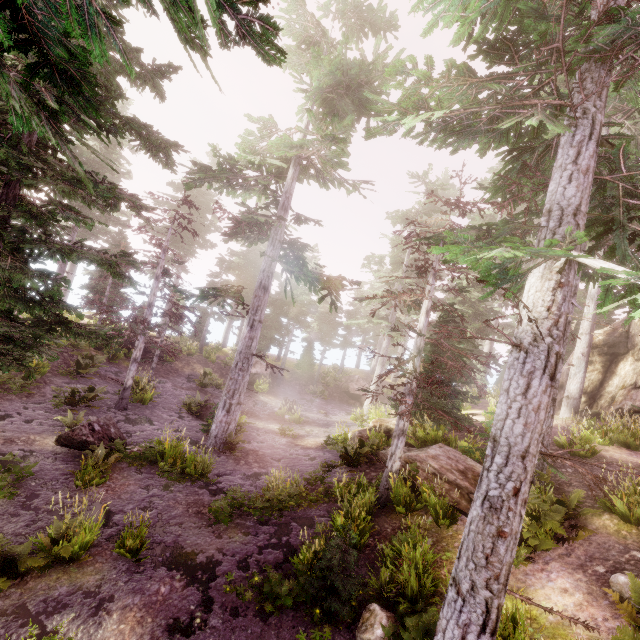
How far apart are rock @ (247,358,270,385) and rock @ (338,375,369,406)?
7.5 meters

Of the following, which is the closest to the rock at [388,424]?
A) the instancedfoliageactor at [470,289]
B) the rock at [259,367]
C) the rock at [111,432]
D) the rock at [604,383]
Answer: the instancedfoliageactor at [470,289]

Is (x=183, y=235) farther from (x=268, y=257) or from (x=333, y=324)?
(x=268, y=257)

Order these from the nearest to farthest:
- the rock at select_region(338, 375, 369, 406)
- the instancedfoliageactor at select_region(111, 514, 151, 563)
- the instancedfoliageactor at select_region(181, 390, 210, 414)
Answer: the instancedfoliageactor at select_region(111, 514, 151, 563) < the instancedfoliageactor at select_region(181, 390, 210, 414) < the rock at select_region(338, 375, 369, 406)

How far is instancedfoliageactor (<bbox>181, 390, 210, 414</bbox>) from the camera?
Result: 17.4m

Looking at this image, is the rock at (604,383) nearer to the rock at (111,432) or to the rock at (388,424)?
the rock at (388,424)

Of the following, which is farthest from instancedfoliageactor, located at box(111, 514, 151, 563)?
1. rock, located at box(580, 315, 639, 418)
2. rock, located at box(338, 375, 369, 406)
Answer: rock, located at box(338, 375, 369, 406)
